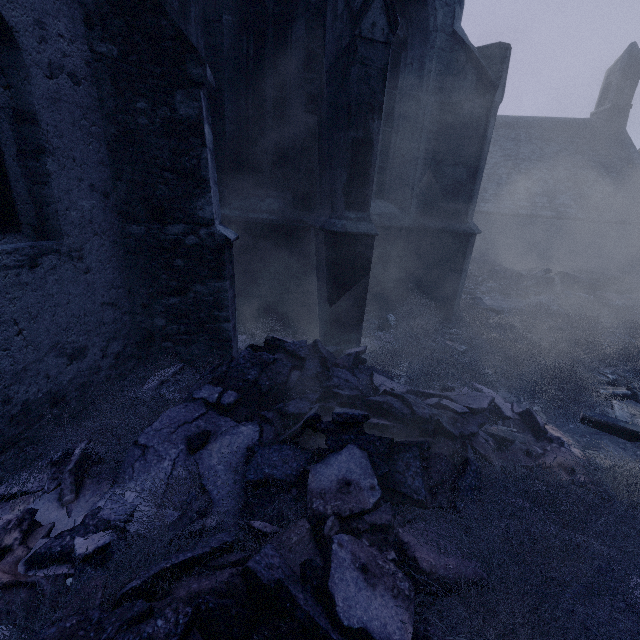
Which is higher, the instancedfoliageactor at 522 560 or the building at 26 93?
the building at 26 93

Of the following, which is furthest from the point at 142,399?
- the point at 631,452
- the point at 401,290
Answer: the point at 631,452

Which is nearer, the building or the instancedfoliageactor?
the instancedfoliageactor

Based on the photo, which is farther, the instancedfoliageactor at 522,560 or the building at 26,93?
the building at 26,93

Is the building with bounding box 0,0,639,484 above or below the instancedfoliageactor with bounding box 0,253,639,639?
above
